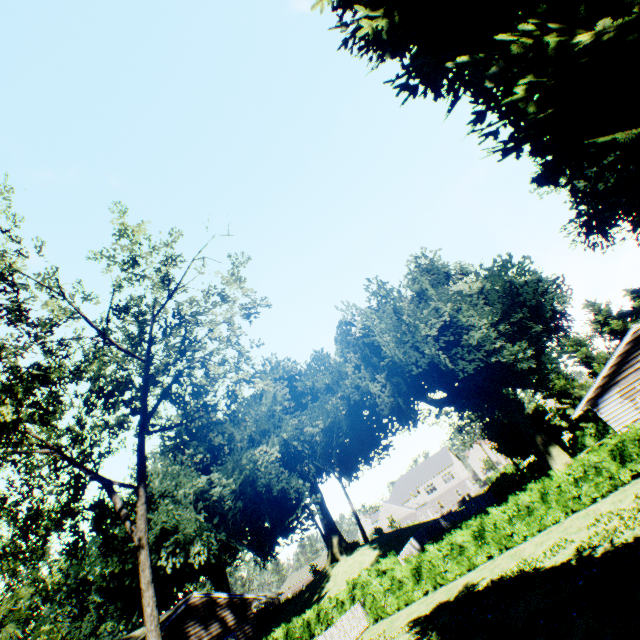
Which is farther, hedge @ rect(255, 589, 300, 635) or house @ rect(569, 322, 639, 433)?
hedge @ rect(255, 589, 300, 635)

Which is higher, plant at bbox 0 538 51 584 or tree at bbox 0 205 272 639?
plant at bbox 0 538 51 584

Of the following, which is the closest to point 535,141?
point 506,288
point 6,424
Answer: point 6,424

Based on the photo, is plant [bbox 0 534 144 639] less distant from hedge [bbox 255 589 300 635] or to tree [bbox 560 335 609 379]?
tree [bbox 560 335 609 379]

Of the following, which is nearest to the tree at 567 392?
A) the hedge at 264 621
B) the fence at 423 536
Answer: the fence at 423 536

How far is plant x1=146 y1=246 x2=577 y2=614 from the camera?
27.2m

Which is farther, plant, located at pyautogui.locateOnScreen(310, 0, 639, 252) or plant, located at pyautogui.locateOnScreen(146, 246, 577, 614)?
plant, located at pyautogui.locateOnScreen(146, 246, 577, 614)

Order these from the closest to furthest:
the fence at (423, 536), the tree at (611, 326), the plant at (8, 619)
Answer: the plant at (8, 619) → the fence at (423, 536) → the tree at (611, 326)
